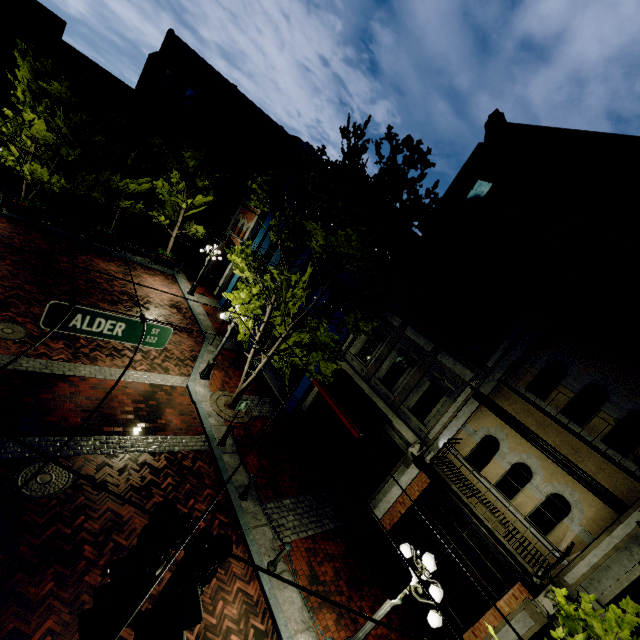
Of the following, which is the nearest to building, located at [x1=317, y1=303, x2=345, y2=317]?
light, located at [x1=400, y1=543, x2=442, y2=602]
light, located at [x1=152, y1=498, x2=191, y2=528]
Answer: light, located at [x1=400, y1=543, x2=442, y2=602]

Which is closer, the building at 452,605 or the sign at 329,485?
the sign at 329,485

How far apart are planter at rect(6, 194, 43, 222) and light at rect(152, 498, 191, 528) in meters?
20.9

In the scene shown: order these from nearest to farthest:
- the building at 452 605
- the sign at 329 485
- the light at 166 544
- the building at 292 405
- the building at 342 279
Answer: the light at 166 544 → the sign at 329 485 → the building at 452 605 → the building at 292 405 → the building at 342 279

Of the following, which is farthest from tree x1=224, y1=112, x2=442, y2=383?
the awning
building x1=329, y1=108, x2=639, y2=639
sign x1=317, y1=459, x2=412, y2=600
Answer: sign x1=317, y1=459, x2=412, y2=600

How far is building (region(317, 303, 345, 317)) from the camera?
14.5 meters

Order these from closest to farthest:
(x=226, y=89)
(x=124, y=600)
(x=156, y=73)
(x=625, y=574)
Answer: (x=124, y=600) < (x=625, y=574) < (x=156, y=73) < (x=226, y=89)

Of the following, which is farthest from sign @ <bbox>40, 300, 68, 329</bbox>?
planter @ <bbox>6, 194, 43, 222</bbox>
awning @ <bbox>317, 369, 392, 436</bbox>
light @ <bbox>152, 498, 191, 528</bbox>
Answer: planter @ <bbox>6, 194, 43, 222</bbox>
